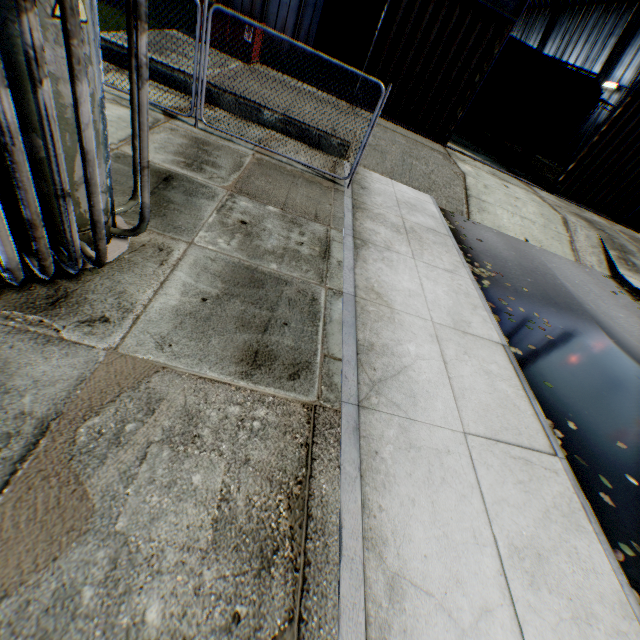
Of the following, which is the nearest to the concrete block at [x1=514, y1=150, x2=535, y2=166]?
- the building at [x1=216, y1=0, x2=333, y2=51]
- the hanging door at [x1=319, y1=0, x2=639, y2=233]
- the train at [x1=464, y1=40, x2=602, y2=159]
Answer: the train at [x1=464, y1=40, x2=602, y2=159]

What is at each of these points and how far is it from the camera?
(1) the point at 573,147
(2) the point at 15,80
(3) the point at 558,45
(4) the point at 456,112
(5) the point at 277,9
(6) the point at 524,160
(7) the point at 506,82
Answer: (1) building, 28.38m
(2) electrical compensator, 2.20m
(3) building, 31.98m
(4) hanging door, 13.55m
(5) building, 11.88m
(6) concrete block, 19.00m
(7) train, 17.52m

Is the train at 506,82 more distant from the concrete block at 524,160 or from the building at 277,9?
the building at 277,9

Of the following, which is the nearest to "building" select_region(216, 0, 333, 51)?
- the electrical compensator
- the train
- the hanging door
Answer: the hanging door

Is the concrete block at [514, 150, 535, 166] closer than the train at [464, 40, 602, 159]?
No

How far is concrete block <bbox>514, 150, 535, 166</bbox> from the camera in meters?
18.8

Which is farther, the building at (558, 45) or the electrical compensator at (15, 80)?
the building at (558, 45)

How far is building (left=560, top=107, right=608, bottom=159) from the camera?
25.9m
